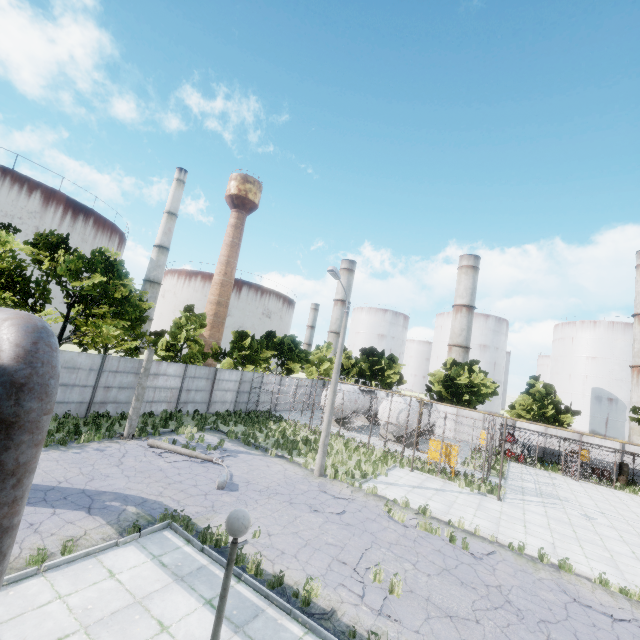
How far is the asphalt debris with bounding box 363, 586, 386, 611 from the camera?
7.7m

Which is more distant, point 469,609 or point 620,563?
point 620,563

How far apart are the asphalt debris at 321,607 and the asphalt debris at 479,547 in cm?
617

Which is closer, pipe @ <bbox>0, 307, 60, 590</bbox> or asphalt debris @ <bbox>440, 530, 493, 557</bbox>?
pipe @ <bbox>0, 307, 60, 590</bbox>

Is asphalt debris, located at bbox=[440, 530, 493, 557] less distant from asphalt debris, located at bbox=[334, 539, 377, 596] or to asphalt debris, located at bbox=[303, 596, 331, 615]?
asphalt debris, located at bbox=[334, 539, 377, 596]

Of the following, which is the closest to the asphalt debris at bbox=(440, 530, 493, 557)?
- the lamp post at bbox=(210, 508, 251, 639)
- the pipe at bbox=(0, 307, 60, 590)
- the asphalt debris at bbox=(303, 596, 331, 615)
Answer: the asphalt debris at bbox=(303, 596, 331, 615)

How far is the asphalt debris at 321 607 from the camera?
7.1 meters

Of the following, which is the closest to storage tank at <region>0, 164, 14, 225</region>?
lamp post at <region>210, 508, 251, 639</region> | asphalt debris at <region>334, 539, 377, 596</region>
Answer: asphalt debris at <region>334, 539, 377, 596</region>
